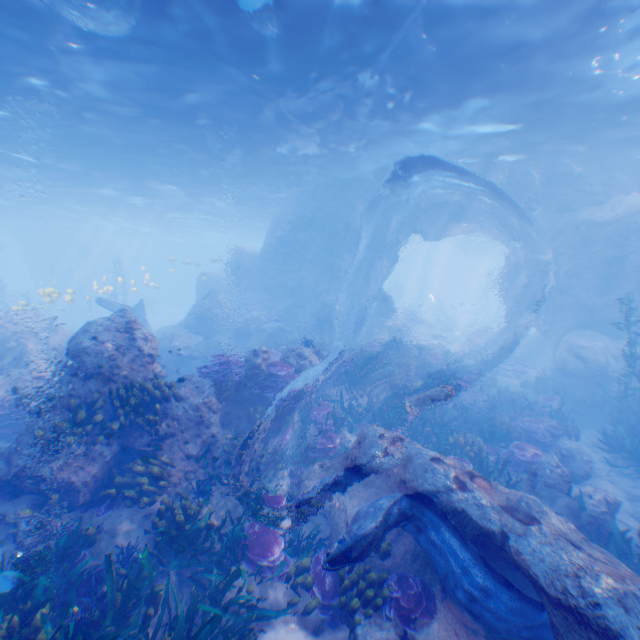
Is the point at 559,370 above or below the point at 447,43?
below

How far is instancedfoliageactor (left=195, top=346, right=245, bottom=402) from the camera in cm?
920

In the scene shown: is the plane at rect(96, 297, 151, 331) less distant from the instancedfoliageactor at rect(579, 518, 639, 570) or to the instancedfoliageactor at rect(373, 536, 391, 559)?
the instancedfoliageactor at rect(373, 536, 391, 559)

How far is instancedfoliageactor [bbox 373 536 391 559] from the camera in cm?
582

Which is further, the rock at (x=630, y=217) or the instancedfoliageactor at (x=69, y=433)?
the rock at (x=630, y=217)

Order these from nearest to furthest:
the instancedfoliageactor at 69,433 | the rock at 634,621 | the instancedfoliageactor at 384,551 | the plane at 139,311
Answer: the rock at 634,621 < the instancedfoliageactor at 384,551 < the instancedfoliageactor at 69,433 < the plane at 139,311

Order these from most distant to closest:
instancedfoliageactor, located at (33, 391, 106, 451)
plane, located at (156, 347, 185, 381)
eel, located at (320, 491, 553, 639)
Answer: plane, located at (156, 347, 185, 381) → instancedfoliageactor, located at (33, 391, 106, 451) → eel, located at (320, 491, 553, 639)

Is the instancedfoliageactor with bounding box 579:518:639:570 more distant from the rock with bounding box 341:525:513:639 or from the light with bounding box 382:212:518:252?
the light with bounding box 382:212:518:252
